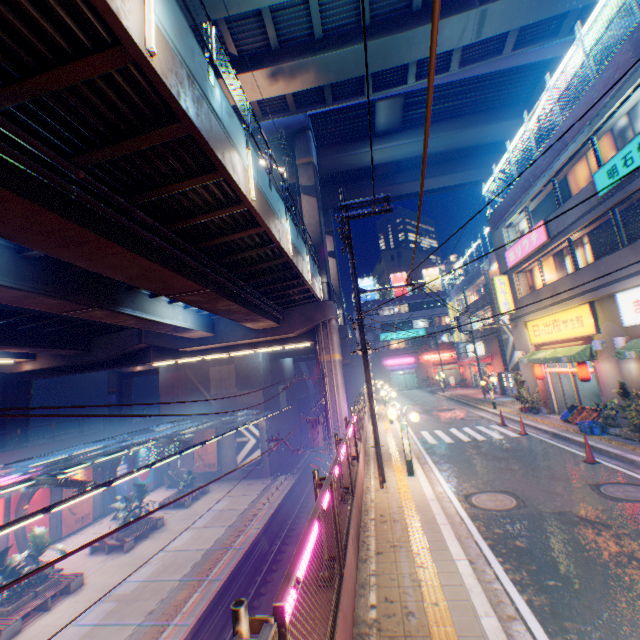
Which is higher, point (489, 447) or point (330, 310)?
point (330, 310)

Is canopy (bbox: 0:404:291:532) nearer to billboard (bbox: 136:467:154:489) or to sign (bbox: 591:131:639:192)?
billboard (bbox: 136:467:154:489)

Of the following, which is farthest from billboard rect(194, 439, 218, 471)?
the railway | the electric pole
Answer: the electric pole

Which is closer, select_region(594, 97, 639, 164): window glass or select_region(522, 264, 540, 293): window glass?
select_region(594, 97, 639, 164): window glass

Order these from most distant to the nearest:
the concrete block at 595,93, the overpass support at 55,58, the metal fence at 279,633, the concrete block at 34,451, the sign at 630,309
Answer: the concrete block at 34,451
the sign at 630,309
the concrete block at 595,93
the overpass support at 55,58
the metal fence at 279,633

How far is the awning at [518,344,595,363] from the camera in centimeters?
1386cm

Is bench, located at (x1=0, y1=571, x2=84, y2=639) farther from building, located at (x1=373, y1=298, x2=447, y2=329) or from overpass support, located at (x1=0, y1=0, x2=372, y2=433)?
building, located at (x1=373, y1=298, x2=447, y2=329)

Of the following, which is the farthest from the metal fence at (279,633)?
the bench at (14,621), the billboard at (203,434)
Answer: the bench at (14,621)
